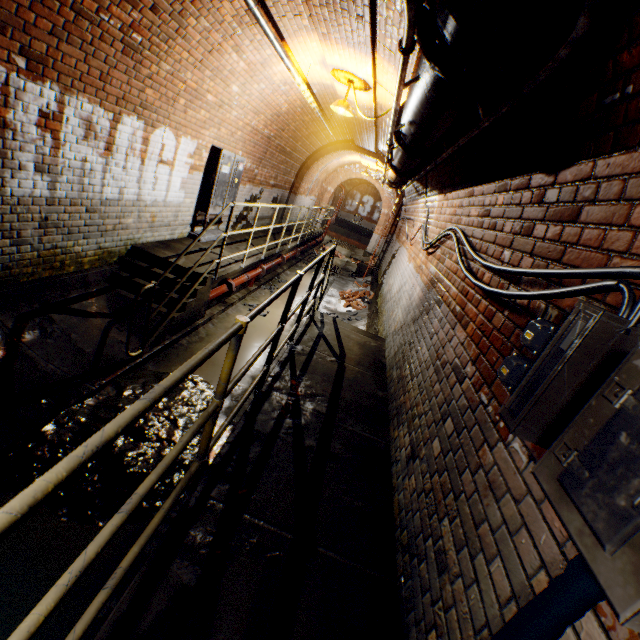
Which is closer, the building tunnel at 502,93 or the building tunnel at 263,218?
the building tunnel at 502,93

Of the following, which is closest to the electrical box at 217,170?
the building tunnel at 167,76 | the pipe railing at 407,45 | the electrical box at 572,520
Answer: the building tunnel at 167,76

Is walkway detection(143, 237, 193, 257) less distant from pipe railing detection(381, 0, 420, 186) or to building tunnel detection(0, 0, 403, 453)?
building tunnel detection(0, 0, 403, 453)

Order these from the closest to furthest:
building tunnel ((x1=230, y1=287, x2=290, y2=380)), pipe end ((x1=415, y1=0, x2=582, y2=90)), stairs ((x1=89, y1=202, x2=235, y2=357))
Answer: pipe end ((x1=415, y1=0, x2=582, y2=90)) < stairs ((x1=89, y1=202, x2=235, y2=357)) < building tunnel ((x1=230, y1=287, x2=290, y2=380))

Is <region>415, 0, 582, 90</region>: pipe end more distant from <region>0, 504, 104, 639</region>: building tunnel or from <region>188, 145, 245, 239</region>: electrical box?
<region>188, 145, 245, 239</region>: electrical box

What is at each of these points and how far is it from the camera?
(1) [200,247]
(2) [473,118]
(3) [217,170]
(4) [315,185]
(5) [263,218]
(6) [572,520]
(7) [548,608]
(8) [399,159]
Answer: (1) walkway, 6.63m
(2) building tunnel, 3.00m
(3) electrical box, 6.45m
(4) building tunnel, 16.78m
(5) building tunnel, 11.24m
(6) electrical box, 0.77m
(7) cable, 0.92m
(8) pipe, 4.12m

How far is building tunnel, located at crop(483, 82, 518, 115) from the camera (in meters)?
2.18

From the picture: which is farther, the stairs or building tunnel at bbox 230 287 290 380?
building tunnel at bbox 230 287 290 380
